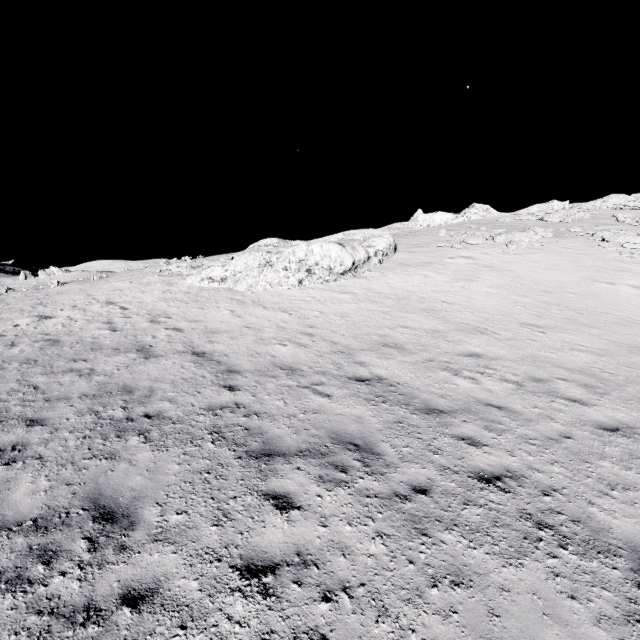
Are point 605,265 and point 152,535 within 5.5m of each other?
no
